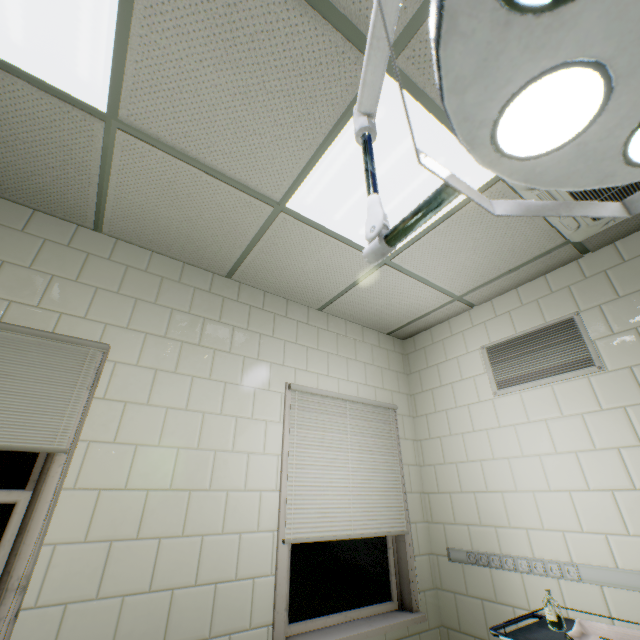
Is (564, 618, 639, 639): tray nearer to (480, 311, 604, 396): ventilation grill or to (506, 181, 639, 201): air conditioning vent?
(480, 311, 604, 396): ventilation grill

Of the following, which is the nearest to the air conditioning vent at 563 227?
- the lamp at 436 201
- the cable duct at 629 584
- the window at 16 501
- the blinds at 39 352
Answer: the cable duct at 629 584

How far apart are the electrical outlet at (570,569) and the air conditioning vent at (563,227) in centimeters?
227cm

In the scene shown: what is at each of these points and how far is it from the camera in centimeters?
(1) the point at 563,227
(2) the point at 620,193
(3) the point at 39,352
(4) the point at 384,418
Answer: (1) air conditioning vent, 228cm
(2) air conditioning vent, 200cm
(3) blinds, 189cm
(4) blinds, 327cm

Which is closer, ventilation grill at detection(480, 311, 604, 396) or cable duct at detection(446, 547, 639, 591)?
cable duct at detection(446, 547, 639, 591)

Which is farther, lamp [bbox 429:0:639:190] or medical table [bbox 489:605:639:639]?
medical table [bbox 489:605:639:639]

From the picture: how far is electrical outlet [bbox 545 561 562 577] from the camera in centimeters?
218cm

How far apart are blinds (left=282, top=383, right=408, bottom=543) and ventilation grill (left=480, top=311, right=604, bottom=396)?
1.0 meters
